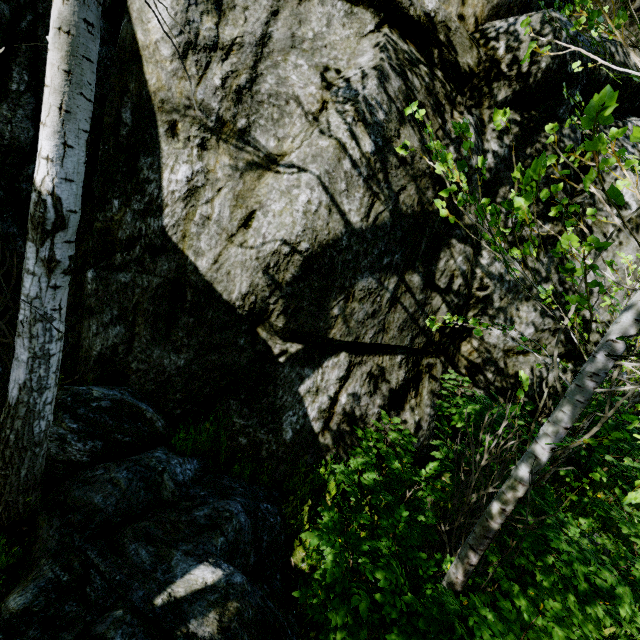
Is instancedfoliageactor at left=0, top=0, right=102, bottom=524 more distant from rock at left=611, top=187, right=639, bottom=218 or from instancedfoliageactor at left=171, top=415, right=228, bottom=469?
instancedfoliageactor at left=171, top=415, right=228, bottom=469

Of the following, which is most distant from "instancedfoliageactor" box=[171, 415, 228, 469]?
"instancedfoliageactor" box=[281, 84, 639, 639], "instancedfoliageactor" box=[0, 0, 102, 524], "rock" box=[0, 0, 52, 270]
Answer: "instancedfoliageactor" box=[281, 84, 639, 639]

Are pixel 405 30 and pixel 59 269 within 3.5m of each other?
no

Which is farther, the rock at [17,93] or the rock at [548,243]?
the rock at [548,243]

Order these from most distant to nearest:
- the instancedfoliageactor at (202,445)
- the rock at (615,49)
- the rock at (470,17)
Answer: the rock at (615,49)
the instancedfoliageactor at (202,445)
the rock at (470,17)

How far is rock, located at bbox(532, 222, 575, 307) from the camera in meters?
4.4

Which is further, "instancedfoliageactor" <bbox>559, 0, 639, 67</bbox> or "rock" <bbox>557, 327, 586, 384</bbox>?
"rock" <bbox>557, 327, 586, 384</bbox>

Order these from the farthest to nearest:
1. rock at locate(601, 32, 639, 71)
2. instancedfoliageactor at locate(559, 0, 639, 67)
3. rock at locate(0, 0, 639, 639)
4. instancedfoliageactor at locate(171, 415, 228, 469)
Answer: rock at locate(601, 32, 639, 71) → instancedfoliageactor at locate(171, 415, 228, 469) → rock at locate(0, 0, 639, 639) → instancedfoliageactor at locate(559, 0, 639, 67)
